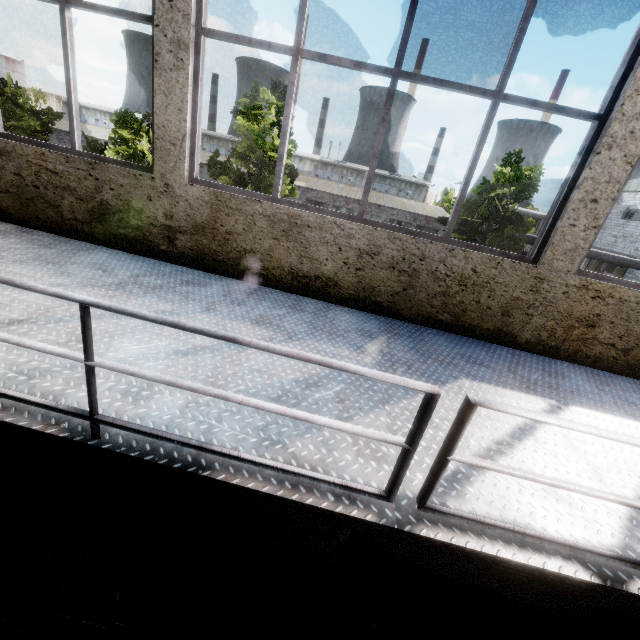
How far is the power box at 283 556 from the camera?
4.3m

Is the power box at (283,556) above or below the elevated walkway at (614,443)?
below

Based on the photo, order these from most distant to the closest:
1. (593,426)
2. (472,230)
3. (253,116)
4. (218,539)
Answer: (472,230) → (253,116) → (218,539) → (593,426)

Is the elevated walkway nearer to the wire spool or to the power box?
the power box

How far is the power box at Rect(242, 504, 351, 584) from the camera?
4.3m

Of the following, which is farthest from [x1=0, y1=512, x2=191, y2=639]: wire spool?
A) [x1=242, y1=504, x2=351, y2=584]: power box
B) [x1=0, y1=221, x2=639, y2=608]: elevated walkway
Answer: [x1=0, y1=221, x2=639, y2=608]: elevated walkway

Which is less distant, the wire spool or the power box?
the wire spool
